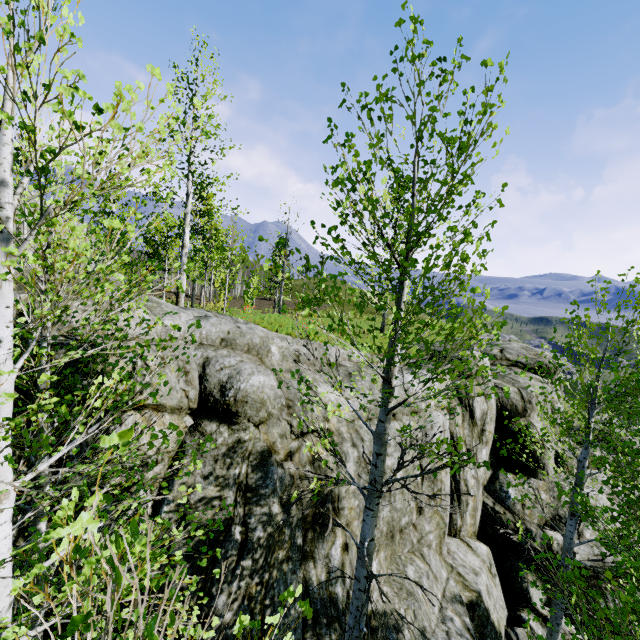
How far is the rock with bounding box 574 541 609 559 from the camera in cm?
940

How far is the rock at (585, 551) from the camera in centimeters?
940cm

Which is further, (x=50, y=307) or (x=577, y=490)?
(x=577, y=490)

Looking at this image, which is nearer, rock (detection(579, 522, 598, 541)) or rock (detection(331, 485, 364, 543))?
rock (detection(331, 485, 364, 543))

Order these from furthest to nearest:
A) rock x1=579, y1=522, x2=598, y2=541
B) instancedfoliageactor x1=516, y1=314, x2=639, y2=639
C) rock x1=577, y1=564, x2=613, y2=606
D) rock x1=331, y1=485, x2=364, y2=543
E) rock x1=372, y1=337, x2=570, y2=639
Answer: rock x1=579, y1=522, x2=598, y2=541
rock x1=577, y1=564, x2=613, y2=606
rock x1=372, y1=337, x2=570, y2=639
rock x1=331, y1=485, x2=364, y2=543
instancedfoliageactor x1=516, y1=314, x2=639, y2=639
